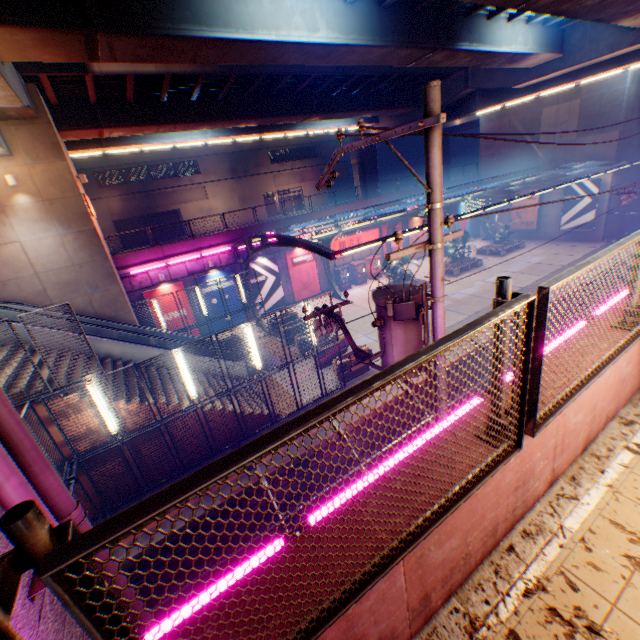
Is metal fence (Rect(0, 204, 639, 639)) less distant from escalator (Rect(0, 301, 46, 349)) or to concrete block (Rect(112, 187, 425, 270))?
concrete block (Rect(112, 187, 425, 270))

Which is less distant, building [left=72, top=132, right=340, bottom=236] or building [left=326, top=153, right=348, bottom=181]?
building [left=72, top=132, right=340, bottom=236]

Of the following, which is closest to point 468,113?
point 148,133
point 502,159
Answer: point 502,159

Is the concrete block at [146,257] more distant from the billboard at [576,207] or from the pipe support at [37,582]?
the pipe support at [37,582]

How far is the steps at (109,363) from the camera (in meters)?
11.32

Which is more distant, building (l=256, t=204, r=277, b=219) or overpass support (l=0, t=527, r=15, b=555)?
building (l=256, t=204, r=277, b=219)

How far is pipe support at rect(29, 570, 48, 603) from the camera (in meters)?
2.77

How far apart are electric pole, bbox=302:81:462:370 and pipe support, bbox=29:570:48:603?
4.48m
